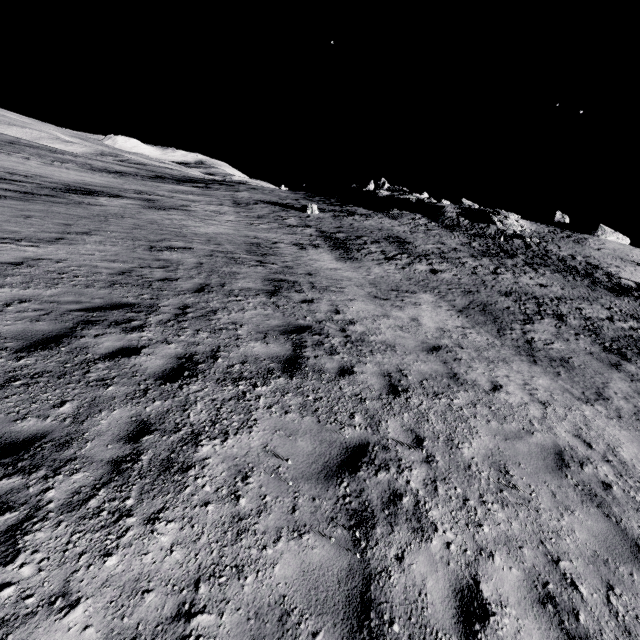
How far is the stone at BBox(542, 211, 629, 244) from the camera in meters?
50.9

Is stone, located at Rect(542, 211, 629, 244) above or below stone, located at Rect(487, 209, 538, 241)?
above

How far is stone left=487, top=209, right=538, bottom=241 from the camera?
39.7 meters

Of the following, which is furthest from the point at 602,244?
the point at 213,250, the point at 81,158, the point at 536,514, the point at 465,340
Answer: the point at 81,158

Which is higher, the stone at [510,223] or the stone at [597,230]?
the stone at [597,230]

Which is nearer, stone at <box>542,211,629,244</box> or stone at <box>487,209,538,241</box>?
stone at <box>487,209,538,241</box>

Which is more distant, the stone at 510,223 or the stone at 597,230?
the stone at 597,230
